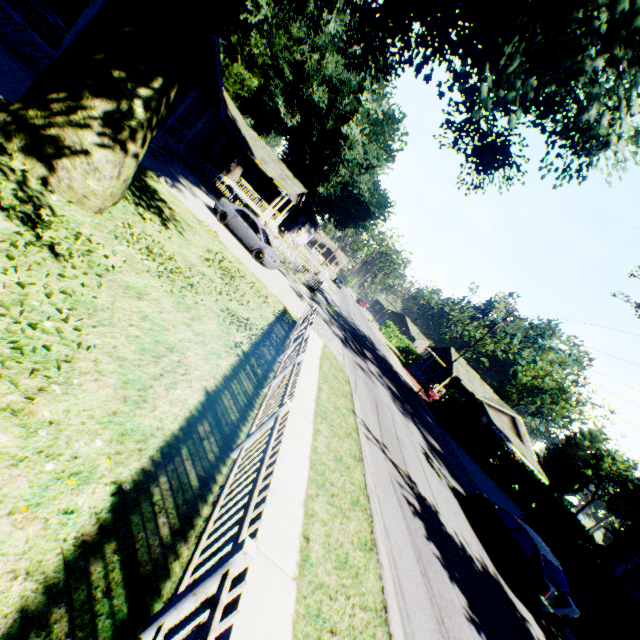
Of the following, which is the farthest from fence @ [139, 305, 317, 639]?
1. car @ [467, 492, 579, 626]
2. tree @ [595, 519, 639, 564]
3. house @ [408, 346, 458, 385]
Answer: house @ [408, 346, 458, 385]

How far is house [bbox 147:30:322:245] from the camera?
18.55m

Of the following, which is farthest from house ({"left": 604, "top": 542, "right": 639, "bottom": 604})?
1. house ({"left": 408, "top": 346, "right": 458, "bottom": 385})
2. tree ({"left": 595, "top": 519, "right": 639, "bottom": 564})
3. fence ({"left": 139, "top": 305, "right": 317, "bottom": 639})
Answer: fence ({"left": 139, "top": 305, "right": 317, "bottom": 639})

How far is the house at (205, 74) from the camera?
18.55m

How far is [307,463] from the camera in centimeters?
656cm

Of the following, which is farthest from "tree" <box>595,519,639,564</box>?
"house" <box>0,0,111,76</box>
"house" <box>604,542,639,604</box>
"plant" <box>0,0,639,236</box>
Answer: "house" <box>0,0,111,76</box>

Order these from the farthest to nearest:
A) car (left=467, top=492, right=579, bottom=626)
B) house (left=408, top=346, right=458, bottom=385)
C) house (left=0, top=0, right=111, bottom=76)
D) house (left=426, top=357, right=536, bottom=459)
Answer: house (left=408, top=346, right=458, bottom=385) → house (left=426, top=357, right=536, bottom=459) → house (left=0, top=0, right=111, bottom=76) → car (left=467, top=492, right=579, bottom=626)

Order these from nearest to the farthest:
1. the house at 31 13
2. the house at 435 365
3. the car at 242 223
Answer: the house at 31 13 < the car at 242 223 < the house at 435 365
